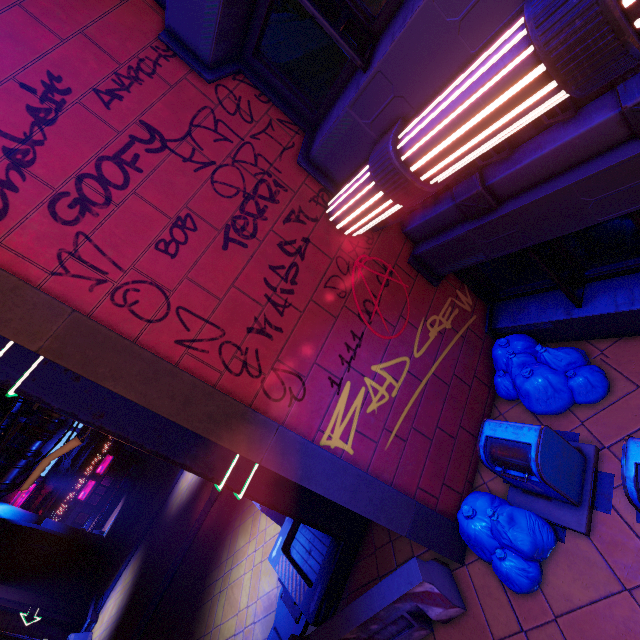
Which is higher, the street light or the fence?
the street light

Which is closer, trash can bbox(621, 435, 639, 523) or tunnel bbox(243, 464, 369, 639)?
trash can bbox(621, 435, 639, 523)

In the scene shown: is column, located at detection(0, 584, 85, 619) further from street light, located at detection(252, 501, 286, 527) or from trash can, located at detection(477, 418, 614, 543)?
trash can, located at detection(477, 418, 614, 543)

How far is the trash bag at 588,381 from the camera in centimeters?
476cm

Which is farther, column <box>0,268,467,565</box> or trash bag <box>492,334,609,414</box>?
trash bag <box>492,334,609,414</box>

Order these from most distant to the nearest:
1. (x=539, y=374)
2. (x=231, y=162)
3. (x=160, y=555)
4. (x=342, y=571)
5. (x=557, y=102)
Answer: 1. (x=160, y=555)
2. (x=342, y=571)
3. (x=539, y=374)
4. (x=231, y=162)
5. (x=557, y=102)

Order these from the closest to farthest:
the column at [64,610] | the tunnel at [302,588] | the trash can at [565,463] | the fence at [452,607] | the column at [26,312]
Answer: the column at [26,312] → the trash can at [565,463] → the fence at [452,607] → the tunnel at [302,588] → the column at [64,610]

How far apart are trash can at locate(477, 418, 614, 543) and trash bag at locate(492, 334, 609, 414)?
0.4m
